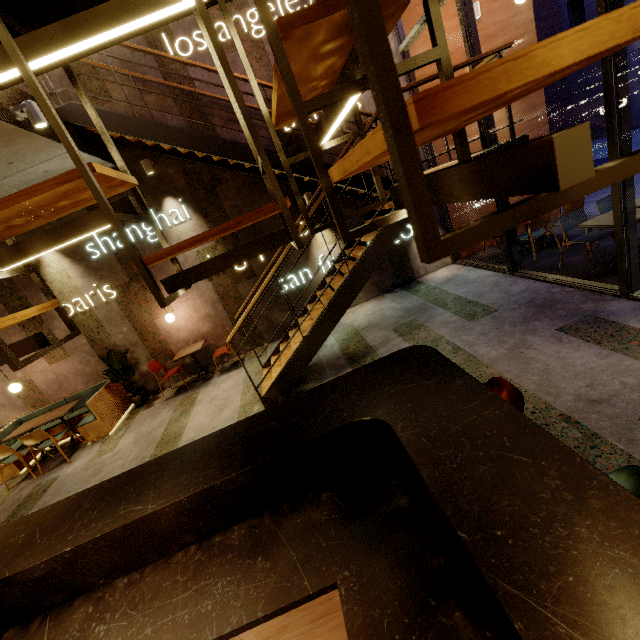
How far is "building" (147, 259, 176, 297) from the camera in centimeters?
688cm

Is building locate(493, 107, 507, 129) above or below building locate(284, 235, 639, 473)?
above

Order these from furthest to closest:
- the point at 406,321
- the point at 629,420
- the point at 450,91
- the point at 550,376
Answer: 1. the point at 406,321
2. the point at 550,376
3. the point at 629,420
4. the point at 450,91

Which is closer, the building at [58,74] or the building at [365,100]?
the building at [58,74]

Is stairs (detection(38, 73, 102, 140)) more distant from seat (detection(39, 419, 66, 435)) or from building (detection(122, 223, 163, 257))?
seat (detection(39, 419, 66, 435))

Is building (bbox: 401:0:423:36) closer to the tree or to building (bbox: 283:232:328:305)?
building (bbox: 283:232:328:305)

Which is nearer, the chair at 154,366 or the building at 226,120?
the building at 226,120

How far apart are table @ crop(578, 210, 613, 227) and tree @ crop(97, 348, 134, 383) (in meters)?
8.69
